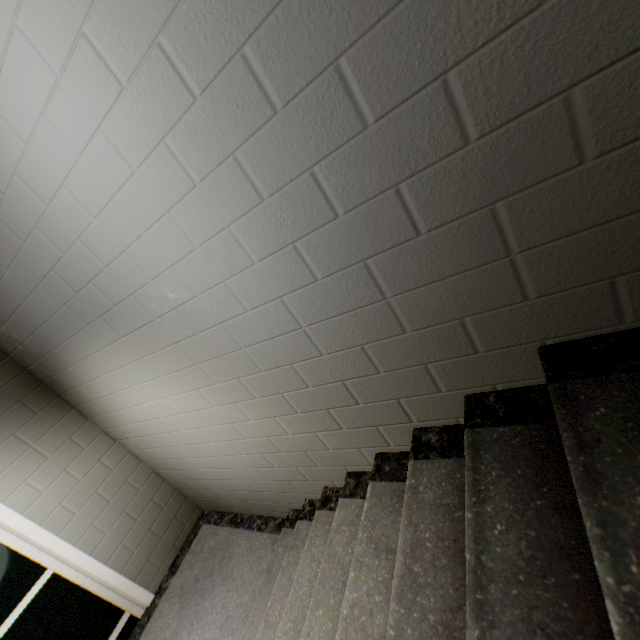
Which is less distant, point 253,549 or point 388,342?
point 388,342
